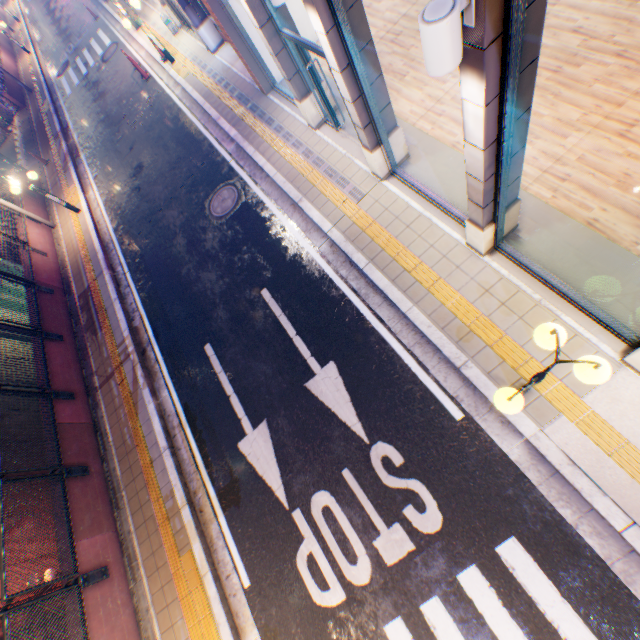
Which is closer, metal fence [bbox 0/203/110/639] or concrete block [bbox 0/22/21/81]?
metal fence [bbox 0/203/110/639]

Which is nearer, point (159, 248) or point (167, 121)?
point (159, 248)

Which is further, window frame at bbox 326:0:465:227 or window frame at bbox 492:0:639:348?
window frame at bbox 326:0:465:227

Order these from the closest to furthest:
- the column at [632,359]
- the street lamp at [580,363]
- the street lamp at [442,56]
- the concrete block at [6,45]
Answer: the street lamp at [442,56] < the street lamp at [580,363] < the column at [632,359] < the concrete block at [6,45]

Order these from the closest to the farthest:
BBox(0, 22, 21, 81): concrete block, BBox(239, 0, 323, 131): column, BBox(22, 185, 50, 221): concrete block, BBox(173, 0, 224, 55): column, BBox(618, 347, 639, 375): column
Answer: BBox(618, 347, 639, 375): column < BBox(239, 0, 323, 131): column < BBox(173, 0, 224, 55): column < BBox(22, 185, 50, 221): concrete block < BBox(0, 22, 21, 81): concrete block

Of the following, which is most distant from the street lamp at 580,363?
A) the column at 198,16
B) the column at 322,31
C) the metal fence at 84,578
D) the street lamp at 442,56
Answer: the column at 198,16

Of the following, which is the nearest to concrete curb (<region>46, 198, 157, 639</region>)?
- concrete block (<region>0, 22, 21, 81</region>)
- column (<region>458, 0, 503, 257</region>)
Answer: concrete block (<region>0, 22, 21, 81</region>)

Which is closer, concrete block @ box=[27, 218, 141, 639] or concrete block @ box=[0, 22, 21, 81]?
concrete block @ box=[27, 218, 141, 639]
